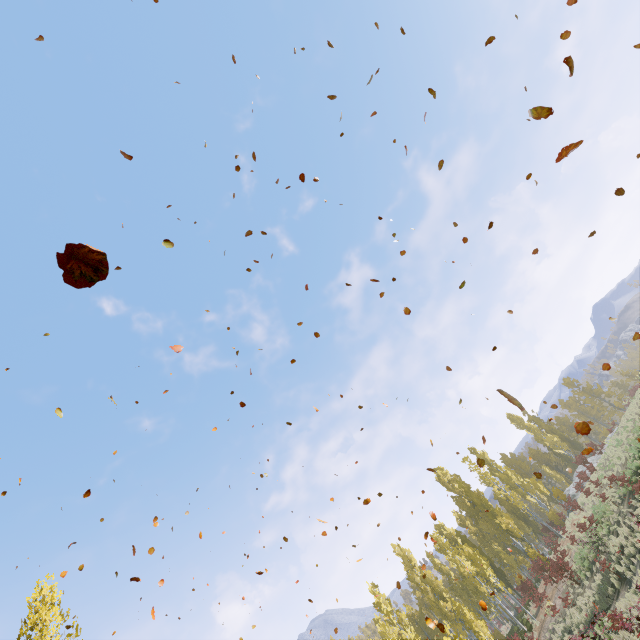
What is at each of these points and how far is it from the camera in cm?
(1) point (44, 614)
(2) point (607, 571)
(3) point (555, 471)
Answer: (1) instancedfoliageactor, 1048
(2) instancedfoliageactor, 1795
(3) instancedfoliageactor, 4159

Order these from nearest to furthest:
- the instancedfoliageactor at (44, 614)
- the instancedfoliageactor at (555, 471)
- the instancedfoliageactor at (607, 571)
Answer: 1. the instancedfoliageactor at (44, 614)
2. the instancedfoliageactor at (607, 571)
3. the instancedfoliageactor at (555, 471)

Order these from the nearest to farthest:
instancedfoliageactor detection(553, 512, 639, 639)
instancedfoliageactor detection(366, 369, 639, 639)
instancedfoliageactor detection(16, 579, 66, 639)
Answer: instancedfoliageactor detection(16, 579, 66, 639), instancedfoliageactor detection(553, 512, 639, 639), instancedfoliageactor detection(366, 369, 639, 639)

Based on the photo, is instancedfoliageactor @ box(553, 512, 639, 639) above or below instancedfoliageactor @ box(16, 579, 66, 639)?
below

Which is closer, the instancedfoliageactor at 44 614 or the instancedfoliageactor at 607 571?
the instancedfoliageactor at 44 614

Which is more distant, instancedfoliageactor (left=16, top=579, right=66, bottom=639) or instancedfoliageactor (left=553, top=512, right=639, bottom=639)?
instancedfoliageactor (left=553, top=512, right=639, bottom=639)
